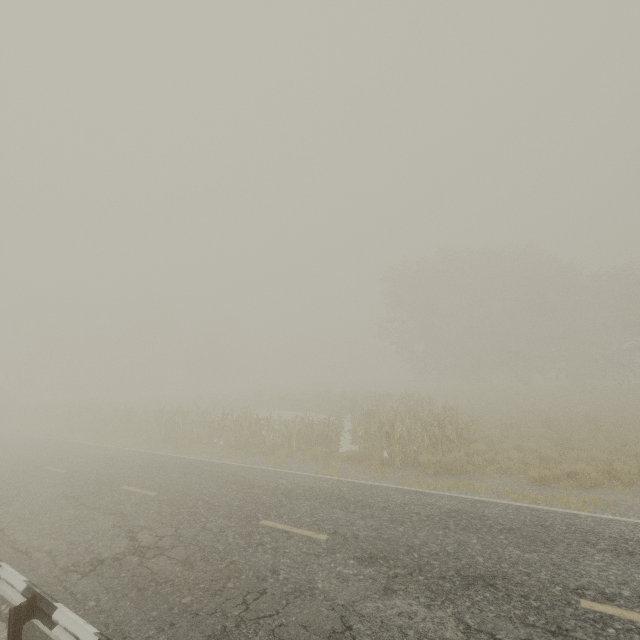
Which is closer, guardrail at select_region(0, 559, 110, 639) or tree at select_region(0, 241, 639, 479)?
guardrail at select_region(0, 559, 110, 639)

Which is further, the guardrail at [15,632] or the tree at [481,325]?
the tree at [481,325]

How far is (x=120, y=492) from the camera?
9.82m
